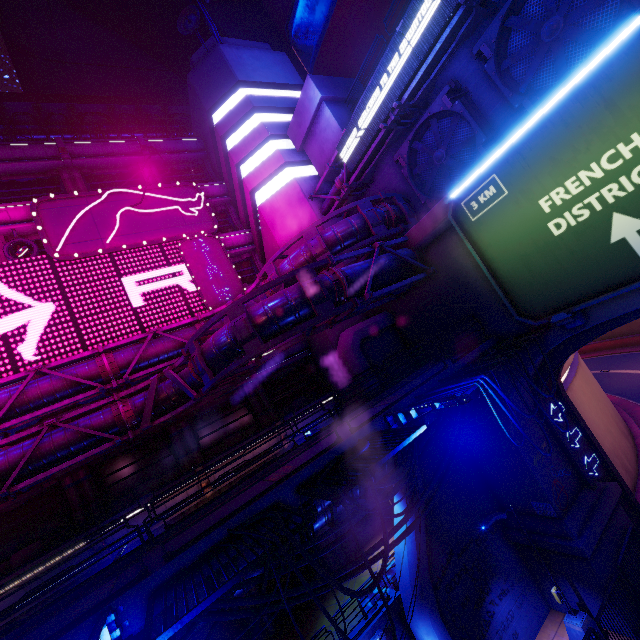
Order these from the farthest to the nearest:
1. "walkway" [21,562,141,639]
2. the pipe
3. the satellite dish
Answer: the satellite dish < the pipe < "walkway" [21,562,141,639]

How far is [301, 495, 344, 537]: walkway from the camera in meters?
8.9

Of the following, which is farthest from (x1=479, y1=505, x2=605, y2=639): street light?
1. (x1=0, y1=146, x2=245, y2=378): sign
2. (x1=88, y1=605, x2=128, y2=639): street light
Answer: (x1=0, y1=146, x2=245, y2=378): sign

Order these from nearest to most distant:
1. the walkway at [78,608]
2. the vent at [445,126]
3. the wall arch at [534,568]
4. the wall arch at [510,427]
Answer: the walkway at [78,608] < the vent at [445,126] < the wall arch at [510,427] < the wall arch at [534,568]

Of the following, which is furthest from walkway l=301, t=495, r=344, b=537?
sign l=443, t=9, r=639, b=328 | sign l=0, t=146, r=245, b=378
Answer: sign l=0, t=146, r=245, b=378

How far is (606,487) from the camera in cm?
1498

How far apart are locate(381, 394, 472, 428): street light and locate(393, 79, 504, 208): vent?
10.9 meters

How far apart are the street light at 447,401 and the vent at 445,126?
10.9 meters
